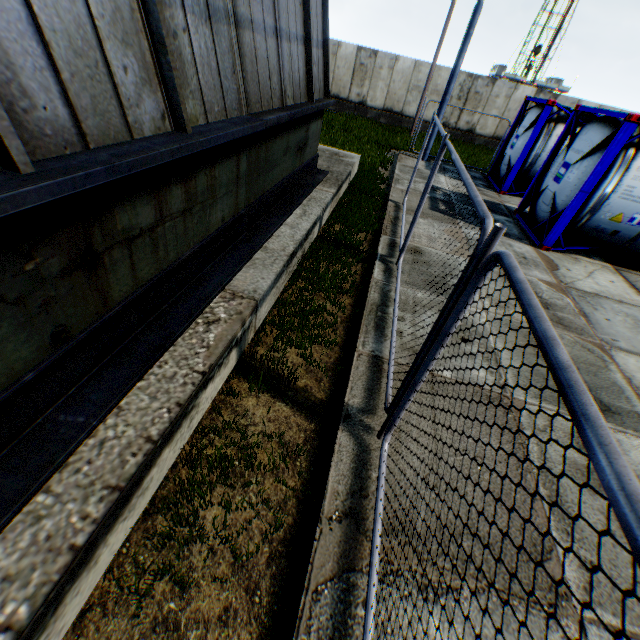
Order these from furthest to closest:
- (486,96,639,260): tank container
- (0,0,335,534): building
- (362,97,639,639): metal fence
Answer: (486,96,639,260): tank container
(0,0,335,534): building
(362,97,639,639): metal fence

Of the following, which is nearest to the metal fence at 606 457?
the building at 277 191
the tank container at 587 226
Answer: the building at 277 191

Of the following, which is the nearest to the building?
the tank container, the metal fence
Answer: the metal fence

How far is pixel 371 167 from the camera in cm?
1145

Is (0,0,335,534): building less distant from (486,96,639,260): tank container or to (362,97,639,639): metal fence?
(362,97,639,639): metal fence

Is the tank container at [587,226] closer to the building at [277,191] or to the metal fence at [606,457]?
the metal fence at [606,457]
